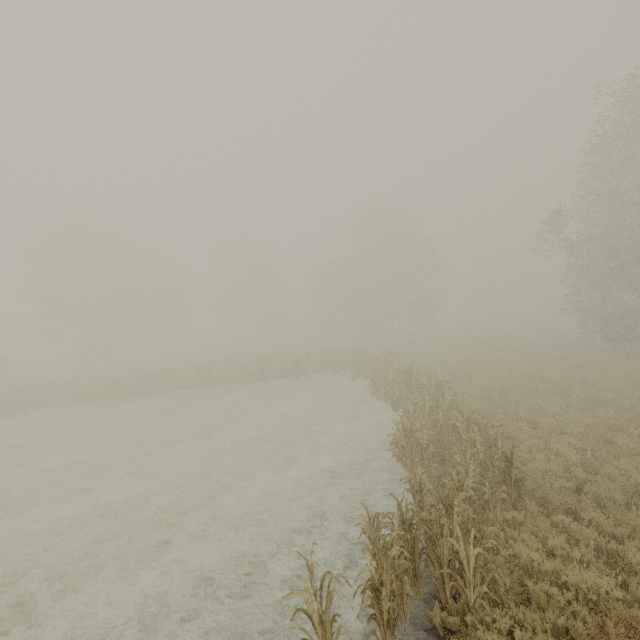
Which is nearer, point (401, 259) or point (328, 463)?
point (328, 463)

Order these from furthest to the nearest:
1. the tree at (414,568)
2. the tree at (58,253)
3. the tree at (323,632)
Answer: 1. the tree at (58,253)
2. the tree at (414,568)
3. the tree at (323,632)

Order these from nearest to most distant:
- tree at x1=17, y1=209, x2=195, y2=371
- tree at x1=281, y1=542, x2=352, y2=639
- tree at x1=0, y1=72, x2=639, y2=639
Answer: tree at x1=281, y1=542, x2=352, y2=639 → tree at x1=0, y1=72, x2=639, y2=639 → tree at x1=17, y1=209, x2=195, y2=371

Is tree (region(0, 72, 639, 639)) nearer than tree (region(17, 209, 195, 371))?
Yes

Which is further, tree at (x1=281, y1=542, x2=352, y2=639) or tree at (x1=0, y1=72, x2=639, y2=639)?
tree at (x1=0, y1=72, x2=639, y2=639)

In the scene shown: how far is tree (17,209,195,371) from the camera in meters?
34.9

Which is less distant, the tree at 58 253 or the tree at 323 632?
the tree at 323 632
